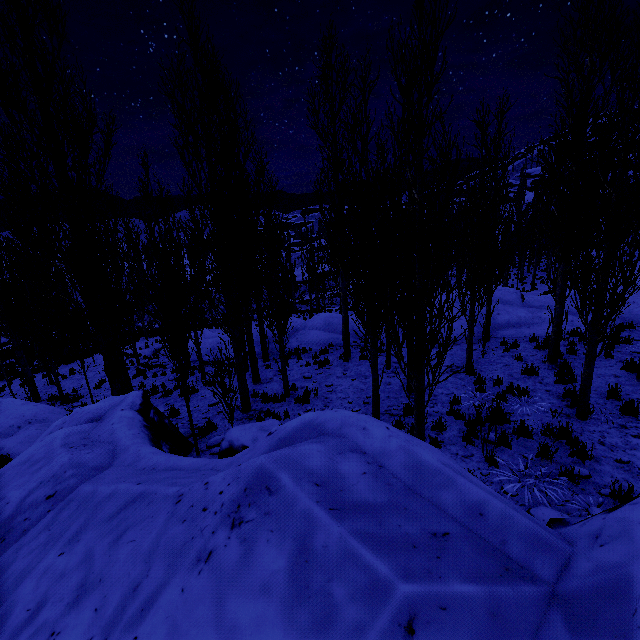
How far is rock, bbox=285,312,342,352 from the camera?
16.38m

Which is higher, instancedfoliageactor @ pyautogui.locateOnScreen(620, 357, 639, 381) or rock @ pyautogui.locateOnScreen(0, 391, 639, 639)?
rock @ pyautogui.locateOnScreen(0, 391, 639, 639)

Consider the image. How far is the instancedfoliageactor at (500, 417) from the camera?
5.83m

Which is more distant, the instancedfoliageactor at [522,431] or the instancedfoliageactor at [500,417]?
the instancedfoliageactor at [522,431]

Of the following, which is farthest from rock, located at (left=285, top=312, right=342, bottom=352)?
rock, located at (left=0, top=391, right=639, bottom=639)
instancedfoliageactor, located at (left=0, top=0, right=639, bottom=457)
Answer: rock, located at (left=0, top=391, right=639, bottom=639)

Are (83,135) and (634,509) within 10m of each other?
no

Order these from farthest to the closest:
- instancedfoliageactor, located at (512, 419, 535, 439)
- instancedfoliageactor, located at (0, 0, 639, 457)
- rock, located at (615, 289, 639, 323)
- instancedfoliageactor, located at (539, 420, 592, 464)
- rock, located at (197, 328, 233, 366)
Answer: rock, located at (197, 328, 233, 366), rock, located at (615, 289, 639, 323), instancedfoliageactor, located at (512, 419, 535, 439), instancedfoliageactor, located at (539, 420, 592, 464), instancedfoliageactor, located at (0, 0, 639, 457)
